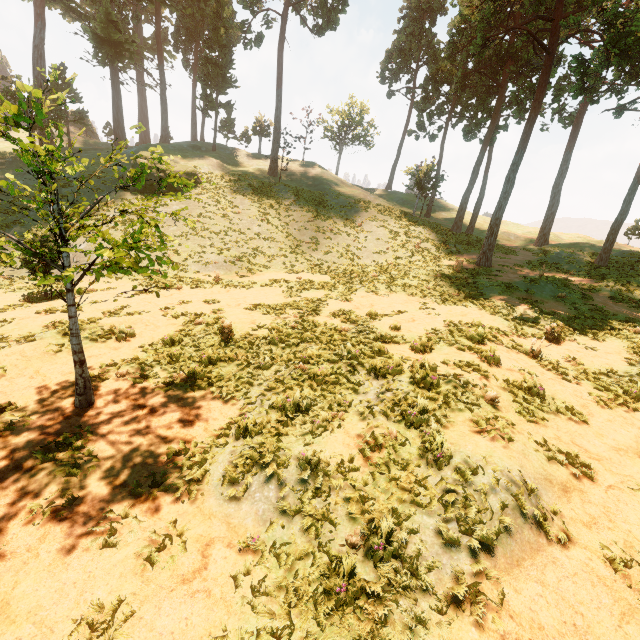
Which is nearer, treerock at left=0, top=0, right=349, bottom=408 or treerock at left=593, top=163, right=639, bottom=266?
treerock at left=0, top=0, right=349, bottom=408

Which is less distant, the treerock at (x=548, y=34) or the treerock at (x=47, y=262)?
the treerock at (x=47, y=262)

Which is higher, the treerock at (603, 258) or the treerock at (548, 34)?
the treerock at (548, 34)

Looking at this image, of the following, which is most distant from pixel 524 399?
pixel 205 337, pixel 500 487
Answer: pixel 205 337

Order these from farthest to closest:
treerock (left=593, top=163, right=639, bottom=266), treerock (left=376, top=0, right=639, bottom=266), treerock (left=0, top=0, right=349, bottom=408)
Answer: treerock (left=593, top=163, right=639, bottom=266) < treerock (left=376, top=0, right=639, bottom=266) < treerock (left=0, top=0, right=349, bottom=408)

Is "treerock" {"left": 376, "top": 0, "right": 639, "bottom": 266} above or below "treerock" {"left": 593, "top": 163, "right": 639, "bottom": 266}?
above
